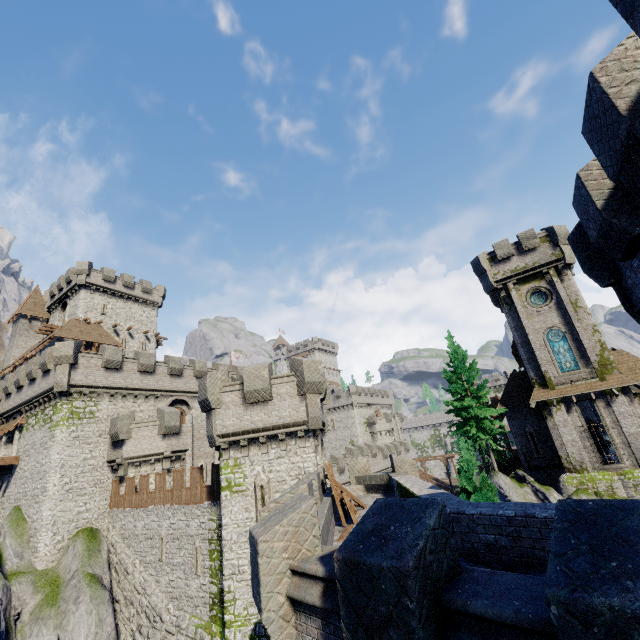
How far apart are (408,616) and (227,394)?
14.76m

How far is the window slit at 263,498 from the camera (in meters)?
15.53

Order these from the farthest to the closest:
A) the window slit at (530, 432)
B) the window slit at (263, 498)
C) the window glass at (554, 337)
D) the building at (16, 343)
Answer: the building at (16, 343), the window slit at (530, 432), the window glass at (554, 337), the window slit at (263, 498)

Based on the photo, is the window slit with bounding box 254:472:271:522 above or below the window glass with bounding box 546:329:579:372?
below

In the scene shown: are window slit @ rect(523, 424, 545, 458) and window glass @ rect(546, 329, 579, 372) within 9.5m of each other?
yes

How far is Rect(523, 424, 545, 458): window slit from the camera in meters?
28.5

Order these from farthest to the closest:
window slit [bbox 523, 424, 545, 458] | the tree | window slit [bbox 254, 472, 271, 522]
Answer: window slit [bbox 523, 424, 545, 458] < the tree < window slit [bbox 254, 472, 271, 522]

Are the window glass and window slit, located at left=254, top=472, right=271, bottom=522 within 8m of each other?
no
